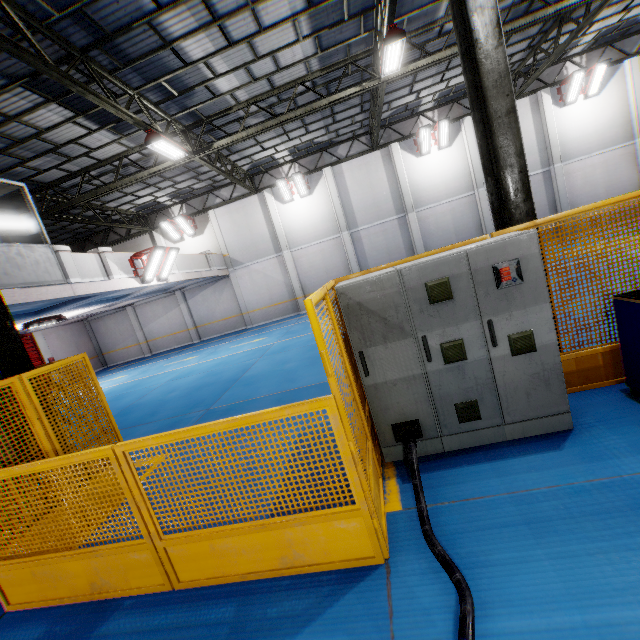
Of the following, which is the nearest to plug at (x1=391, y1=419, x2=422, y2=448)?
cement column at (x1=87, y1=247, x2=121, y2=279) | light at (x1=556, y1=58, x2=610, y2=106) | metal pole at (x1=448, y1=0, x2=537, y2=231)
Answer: metal pole at (x1=448, y1=0, x2=537, y2=231)

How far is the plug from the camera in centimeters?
344cm

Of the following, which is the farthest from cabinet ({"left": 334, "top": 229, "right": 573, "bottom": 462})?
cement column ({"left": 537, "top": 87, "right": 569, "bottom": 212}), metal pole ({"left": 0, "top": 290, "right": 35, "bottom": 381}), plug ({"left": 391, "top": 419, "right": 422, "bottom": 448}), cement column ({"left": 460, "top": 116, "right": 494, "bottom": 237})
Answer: cement column ({"left": 537, "top": 87, "right": 569, "bottom": 212})

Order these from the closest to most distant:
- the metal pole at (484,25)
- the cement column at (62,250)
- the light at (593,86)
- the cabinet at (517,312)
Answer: the cabinet at (517,312), the metal pole at (484,25), the cement column at (62,250), the light at (593,86)

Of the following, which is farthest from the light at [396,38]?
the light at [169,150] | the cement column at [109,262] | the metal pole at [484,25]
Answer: the cement column at [109,262]

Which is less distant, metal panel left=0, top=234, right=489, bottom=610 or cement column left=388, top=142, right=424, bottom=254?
metal panel left=0, top=234, right=489, bottom=610

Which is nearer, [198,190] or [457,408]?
[457,408]

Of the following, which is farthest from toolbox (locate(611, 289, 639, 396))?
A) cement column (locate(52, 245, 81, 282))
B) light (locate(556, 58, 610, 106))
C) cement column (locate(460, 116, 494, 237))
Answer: light (locate(556, 58, 610, 106))
